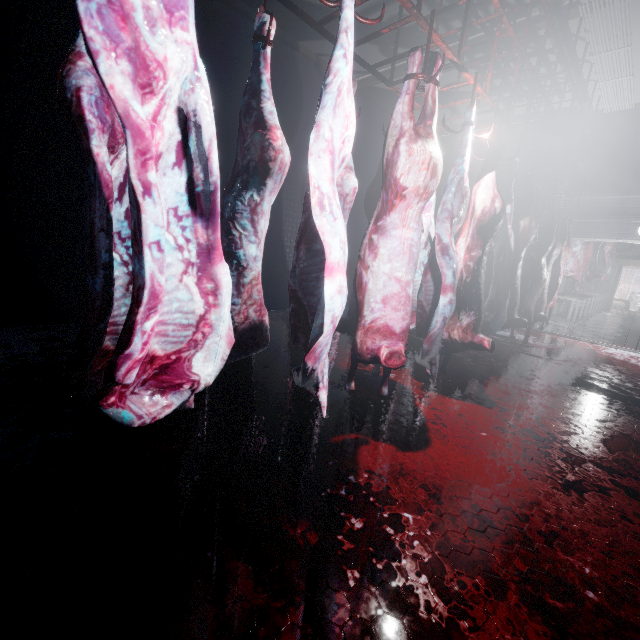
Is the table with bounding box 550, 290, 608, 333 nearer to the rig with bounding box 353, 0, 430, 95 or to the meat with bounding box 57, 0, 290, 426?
the rig with bounding box 353, 0, 430, 95

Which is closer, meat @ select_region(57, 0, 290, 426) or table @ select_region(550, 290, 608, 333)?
meat @ select_region(57, 0, 290, 426)

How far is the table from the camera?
7.0m

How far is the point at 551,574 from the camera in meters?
1.3

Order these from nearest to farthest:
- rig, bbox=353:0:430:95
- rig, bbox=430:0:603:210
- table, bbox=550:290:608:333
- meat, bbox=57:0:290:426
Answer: meat, bbox=57:0:290:426
rig, bbox=353:0:430:95
rig, bbox=430:0:603:210
table, bbox=550:290:608:333

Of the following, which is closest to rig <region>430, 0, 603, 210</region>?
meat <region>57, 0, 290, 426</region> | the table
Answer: meat <region>57, 0, 290, 426</region>

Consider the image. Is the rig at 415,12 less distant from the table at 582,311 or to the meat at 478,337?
the meat at 478,337

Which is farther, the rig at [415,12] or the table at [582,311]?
the table at [582,311]
